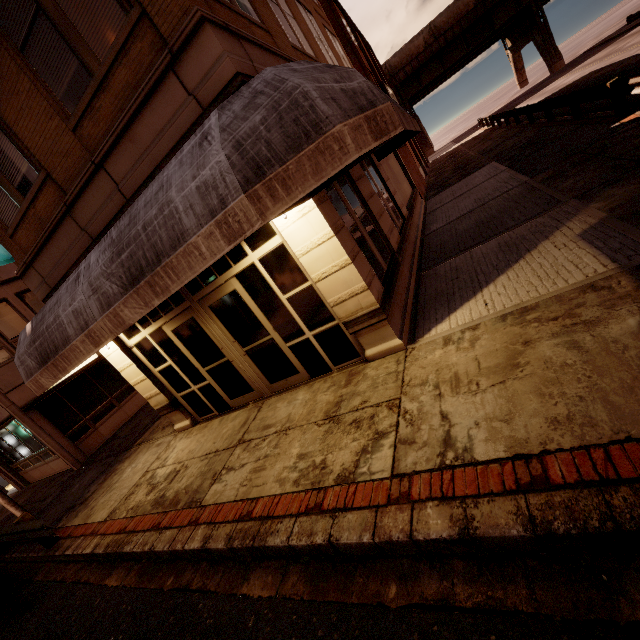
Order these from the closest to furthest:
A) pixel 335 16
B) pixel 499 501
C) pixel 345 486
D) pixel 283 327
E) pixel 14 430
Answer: pixel 499 501 < pixel 345 486 < pixel 283 327 < pixel 14 430 < pixel 335 16

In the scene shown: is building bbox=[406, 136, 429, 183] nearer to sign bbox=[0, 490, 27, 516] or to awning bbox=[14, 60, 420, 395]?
awning bbox=[14, 60, 420, 395]

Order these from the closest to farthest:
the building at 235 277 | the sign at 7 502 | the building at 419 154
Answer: the building at 235 277 → the sign at 7 502 → the building at 419 154

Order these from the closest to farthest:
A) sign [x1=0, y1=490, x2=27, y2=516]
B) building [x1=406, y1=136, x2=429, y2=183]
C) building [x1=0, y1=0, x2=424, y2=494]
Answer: building [x1=0, y1=0, x2=424, y2=494], sign [x1=0, y1=490, x2=27, y2=516], building [x1=406, y1=136, x2=429, y2=183]

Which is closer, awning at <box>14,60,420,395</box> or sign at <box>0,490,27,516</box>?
awning at <box>14,60,420,395</box>

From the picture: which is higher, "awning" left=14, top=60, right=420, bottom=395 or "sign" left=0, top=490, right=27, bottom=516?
"awning" left=14, top=60, right=420, bottom=395

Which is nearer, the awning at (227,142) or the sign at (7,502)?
the awning at (227,142)

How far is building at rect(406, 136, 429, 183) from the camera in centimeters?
2637cm
